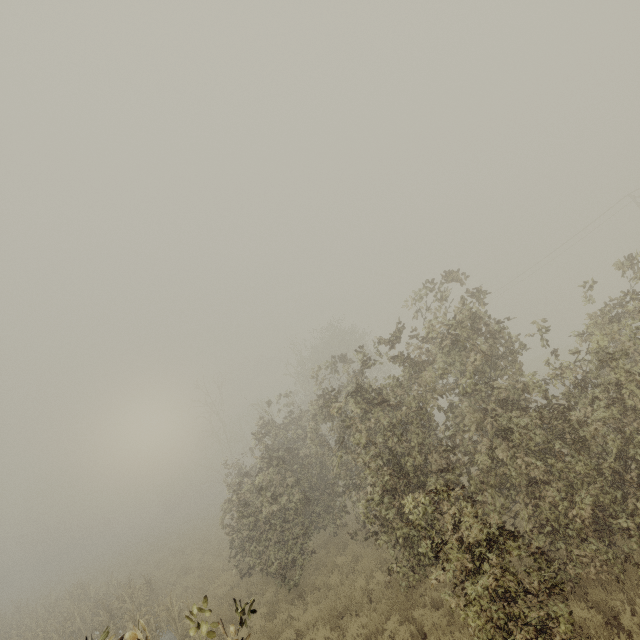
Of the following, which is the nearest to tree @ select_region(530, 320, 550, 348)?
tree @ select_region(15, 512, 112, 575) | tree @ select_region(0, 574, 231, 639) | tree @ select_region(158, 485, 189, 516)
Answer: tree @ select_region(0, 574, 231, 639)

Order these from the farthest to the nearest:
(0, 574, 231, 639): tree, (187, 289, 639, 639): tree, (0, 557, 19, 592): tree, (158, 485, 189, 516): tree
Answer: (158, 485, 189, 516): tree < (0, 557, 19, 592): tree < (187, 289, 639, 639): tree < (0, 574, 231, 639): tree

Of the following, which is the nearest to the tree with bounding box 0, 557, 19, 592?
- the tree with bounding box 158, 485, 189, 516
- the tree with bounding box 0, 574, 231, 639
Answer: the tree with bounding box 158, 485, 189, 516

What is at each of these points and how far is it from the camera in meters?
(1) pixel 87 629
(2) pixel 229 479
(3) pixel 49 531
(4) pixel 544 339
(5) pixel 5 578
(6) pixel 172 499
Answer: (1) tree, 12.2 m
(2) tree, 20.0 m
(3) tree, 50.1 m
(4) tree, 7.6 m
(5) tree, 47.9 m
(6) tree, 58.8 m

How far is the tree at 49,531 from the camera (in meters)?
48.47

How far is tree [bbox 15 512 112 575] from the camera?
48.5m

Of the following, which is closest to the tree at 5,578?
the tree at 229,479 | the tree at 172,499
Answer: the tree at 172,499

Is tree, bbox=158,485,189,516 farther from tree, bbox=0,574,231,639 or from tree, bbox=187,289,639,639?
tree, bbox=0,574,231,639
